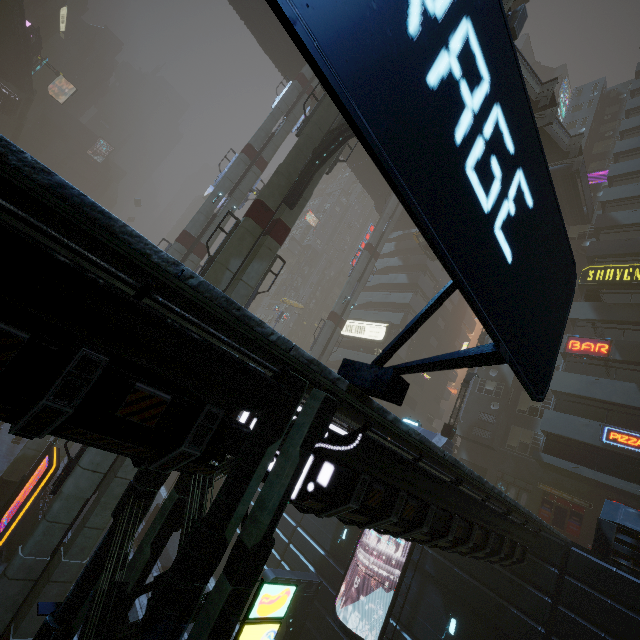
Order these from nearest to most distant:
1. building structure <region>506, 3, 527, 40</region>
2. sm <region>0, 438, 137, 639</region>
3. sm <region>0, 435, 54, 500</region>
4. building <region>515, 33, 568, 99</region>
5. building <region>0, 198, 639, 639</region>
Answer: building <region>0, 198, 639, 639</region> → sm <region>0, 438, 137, 639</region> → building structure <region>506, 3, 527, 40</region> → sm <region>0, 435, 54, 500</region> → building <region>515, 33, 568, 99</region>

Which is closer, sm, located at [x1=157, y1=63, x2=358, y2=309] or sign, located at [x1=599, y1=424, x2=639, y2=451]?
sm, located at [x1=157, y1=63, x2=358, y2=309]

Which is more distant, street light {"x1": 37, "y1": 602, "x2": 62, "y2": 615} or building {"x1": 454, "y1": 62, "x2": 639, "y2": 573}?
building {"x1": 454, "y1": 62, "x2": 639, "y2": 573}

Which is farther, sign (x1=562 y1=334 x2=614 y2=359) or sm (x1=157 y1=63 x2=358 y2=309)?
sign (x1=562 y1=334 x2=614 y2=359)

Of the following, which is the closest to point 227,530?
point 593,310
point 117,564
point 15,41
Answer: point 117,564

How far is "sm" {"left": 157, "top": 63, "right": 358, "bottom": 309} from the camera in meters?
14.3

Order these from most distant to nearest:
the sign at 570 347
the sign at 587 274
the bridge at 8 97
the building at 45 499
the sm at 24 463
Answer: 1. the bridge at 8 97
2. the sign at 587 274
3. the sign at 570 347
4. the sm at 24 463
5. the building at 45 499

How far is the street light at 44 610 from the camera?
6.7m
